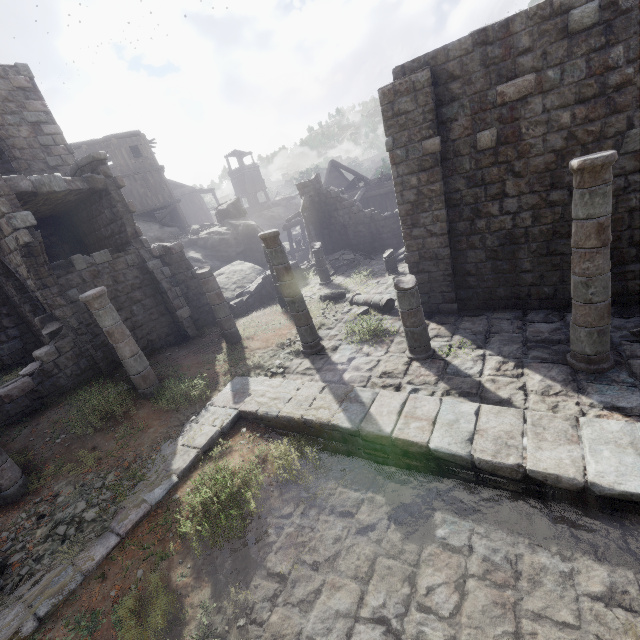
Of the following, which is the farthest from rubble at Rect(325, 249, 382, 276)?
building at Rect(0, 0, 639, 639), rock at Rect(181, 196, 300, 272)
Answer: rock at Rect(181, 196, 300, 272)

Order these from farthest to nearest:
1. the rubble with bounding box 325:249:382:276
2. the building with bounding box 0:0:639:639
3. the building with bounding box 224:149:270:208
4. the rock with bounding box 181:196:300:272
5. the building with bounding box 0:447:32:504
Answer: the building with bounding box 224:149:270:208, the rock with bounding box 181:196:300:272, the rubble with bounding box 325:249:382:276, the building with bounding box 0:447:32:504, the building with bounding box 0:0:639:639

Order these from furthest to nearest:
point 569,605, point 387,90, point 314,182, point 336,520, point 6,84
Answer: point 314,182 → point 6,84 → point 387,90 → point 336,520 → point 569,605

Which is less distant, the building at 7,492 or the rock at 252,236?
the building at 7,492

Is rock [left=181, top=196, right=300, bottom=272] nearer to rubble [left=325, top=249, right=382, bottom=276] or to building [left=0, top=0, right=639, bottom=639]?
building [left=0, top=0, right=639, bottom=639]

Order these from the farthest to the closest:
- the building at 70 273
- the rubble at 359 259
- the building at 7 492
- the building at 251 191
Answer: the building at 251 191, the rubble at 359 259, the building at 7 492, the building at 70 273

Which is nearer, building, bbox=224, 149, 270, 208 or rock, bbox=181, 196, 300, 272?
rock, bbox=181, 196, 300, 272
